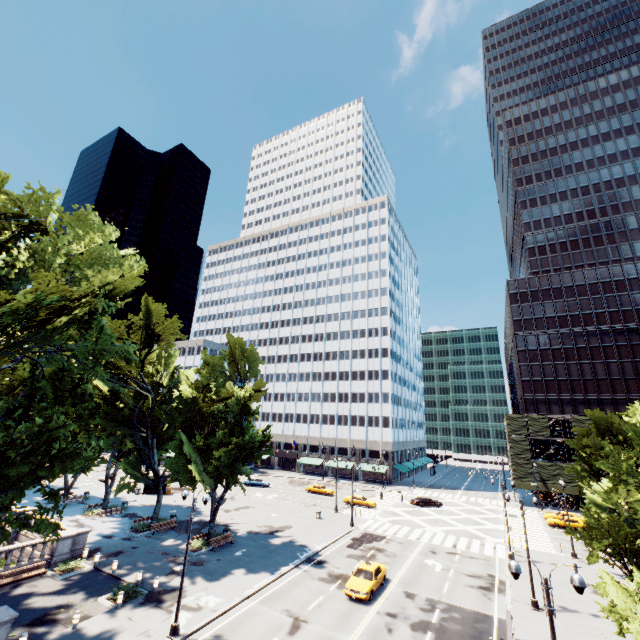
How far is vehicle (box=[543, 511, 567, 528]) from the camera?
44.1m

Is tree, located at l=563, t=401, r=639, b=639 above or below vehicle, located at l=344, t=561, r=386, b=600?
above

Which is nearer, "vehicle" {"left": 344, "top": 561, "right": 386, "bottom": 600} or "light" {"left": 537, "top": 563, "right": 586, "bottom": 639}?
"light" {"left": 537, "top": 563, "right": 586, "bottom": 639}

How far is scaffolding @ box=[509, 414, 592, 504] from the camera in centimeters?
5509cm

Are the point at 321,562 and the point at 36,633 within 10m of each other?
no

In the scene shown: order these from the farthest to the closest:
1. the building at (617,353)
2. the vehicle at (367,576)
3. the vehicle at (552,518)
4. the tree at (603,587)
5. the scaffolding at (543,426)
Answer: the building at (617,353), the scaffolding at (543,426), the vehicle at (552,518), the vehicle at (367,576), the tree at (603,587)

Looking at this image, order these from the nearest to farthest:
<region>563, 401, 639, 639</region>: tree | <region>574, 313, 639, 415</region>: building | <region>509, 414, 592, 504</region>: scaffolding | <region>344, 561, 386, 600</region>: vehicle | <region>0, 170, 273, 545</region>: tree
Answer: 1. <region>0, 170, 273, 545</region>: tree
2. <region>563, 401, 639, 639</region>: tree
3. <region>344, 561, 386, 600</region>: vehicle
4. <region>509, 414, 592, 504</region>: scaffolding
5. <region>574, 313, 639, 415</region>: building

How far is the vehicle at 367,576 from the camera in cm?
2283
